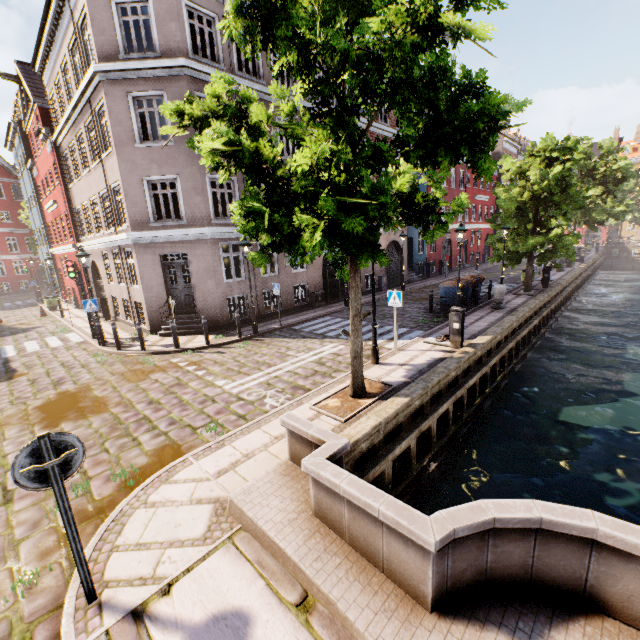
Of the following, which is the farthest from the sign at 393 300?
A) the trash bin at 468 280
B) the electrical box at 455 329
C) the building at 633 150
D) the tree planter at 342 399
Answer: the building at 633 150

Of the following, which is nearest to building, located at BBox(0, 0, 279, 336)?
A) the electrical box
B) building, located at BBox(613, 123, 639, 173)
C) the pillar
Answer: the pillar

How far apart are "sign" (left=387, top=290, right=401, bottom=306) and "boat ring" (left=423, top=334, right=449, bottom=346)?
1.88m

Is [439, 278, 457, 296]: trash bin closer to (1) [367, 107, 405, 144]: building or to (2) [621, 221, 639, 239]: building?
Answer: (1) [367, 107, 405, 144]: building

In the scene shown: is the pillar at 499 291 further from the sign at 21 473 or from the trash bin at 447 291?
the sign at 21 473

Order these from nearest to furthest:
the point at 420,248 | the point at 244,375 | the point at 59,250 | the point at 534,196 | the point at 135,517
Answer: the point at 135,517 < the point at 244,375 < the point at 534,196 < the point at 59,250 < the point at 420,248

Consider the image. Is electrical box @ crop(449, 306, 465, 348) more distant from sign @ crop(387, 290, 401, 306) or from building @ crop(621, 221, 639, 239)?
building @ crop(621, 221, 639, 239)

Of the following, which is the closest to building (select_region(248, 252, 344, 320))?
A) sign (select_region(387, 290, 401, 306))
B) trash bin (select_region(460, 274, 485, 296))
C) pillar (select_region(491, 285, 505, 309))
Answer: trash bin (select_region(460, 274, 485, 296))
